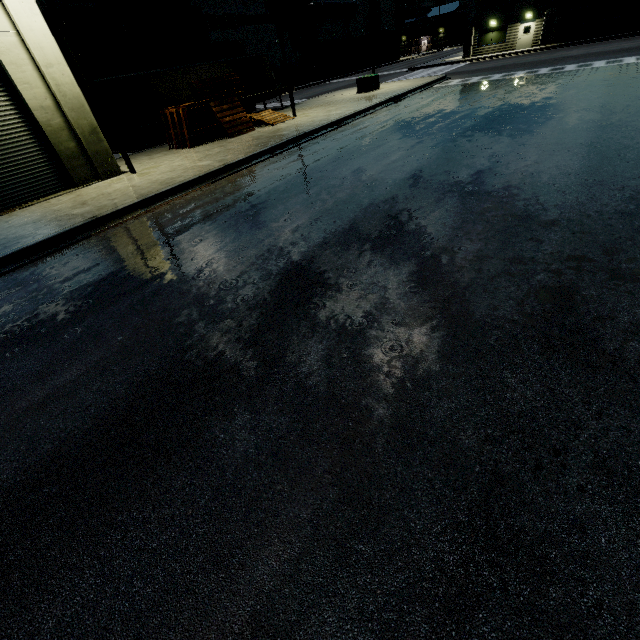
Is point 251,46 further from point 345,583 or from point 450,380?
point 345,583

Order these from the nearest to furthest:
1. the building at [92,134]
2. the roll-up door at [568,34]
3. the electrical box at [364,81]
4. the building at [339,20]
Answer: the building at [92,134] → the electrical box at [364,81] → the roll-up door at [568,34] → the building at [339,20]

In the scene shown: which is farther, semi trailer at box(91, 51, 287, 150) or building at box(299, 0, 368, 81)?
building at box(299, 0, 368, 81)

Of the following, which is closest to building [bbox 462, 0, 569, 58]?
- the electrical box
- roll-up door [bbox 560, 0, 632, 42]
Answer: roll-up door [bbox 560, 0, 632, 42]

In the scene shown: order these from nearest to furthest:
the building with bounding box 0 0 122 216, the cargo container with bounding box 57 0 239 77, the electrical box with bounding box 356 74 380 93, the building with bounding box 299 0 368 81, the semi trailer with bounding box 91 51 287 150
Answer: the building with bounding box 0 0 122 216, the semi trailer with bounding box 91 51 287 150, the cargo container with bounding box 57 0 239 77, the electrical box with bounding box 356 74 380 93, the building with bounding box 299 0 368 81

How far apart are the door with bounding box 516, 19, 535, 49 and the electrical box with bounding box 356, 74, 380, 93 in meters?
23.4

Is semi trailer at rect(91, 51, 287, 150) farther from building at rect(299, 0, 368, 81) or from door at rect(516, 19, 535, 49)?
door at rect(516, 19, 535, 49)

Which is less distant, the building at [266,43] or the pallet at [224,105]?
the pallet at [224,105]
